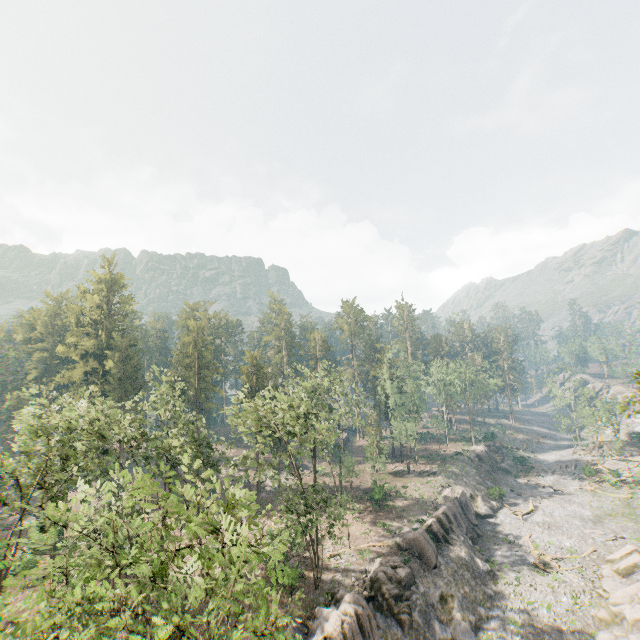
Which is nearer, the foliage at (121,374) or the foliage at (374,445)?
the foliage at (121,374)

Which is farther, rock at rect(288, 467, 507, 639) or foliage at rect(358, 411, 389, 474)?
foliage at rect(358, 411, 389, 474)

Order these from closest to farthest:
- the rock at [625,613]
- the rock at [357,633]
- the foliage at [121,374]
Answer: the foliage at [121,374], the rock at [357,633], the rock at [625,613]

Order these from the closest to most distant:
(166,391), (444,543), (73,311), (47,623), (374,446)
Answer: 1. (47,623)
2. (166,391)
3. (444,543)
4. (374,446)
5. (73,311)

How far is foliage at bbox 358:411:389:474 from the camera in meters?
44.2 m

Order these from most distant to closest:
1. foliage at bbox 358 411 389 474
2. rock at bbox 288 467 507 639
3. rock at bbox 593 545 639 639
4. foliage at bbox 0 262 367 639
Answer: foliage at bbox 358 411 389 474, rock at bbox 593 545 639 639, rock at bbox 288 467 507 639, foliage at bbox 0 262 367 639

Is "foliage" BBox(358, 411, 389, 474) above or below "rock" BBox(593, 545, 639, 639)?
above
